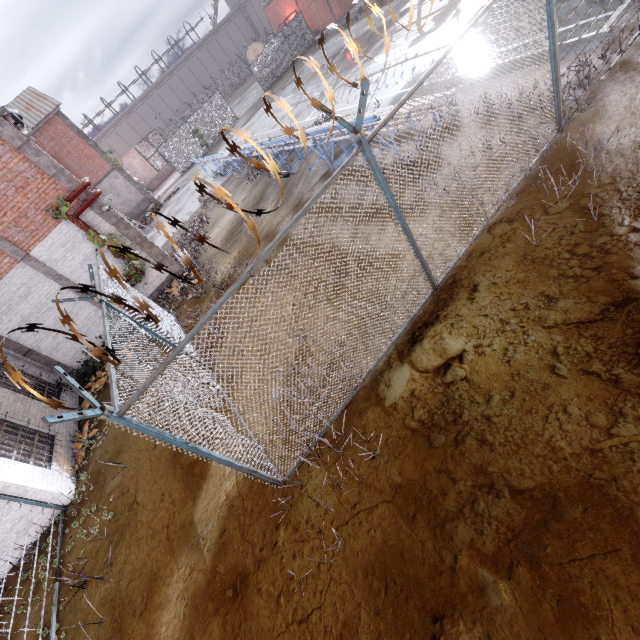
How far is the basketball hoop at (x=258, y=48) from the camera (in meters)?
25.72

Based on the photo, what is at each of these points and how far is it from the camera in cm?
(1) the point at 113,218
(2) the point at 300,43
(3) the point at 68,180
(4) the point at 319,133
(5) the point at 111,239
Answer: (1) trim, 1166
(2) fence, 3266
(3) trim, 1065
(4) bleachers, 968
(5) plant, 1108

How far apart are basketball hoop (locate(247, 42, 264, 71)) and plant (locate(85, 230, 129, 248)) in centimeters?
2311cm

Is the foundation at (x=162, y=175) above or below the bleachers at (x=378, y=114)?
below

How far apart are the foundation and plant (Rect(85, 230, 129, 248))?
27.8m

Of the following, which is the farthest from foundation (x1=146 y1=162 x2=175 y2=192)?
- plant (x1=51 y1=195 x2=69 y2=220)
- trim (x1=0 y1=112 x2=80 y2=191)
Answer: plant (x1=51 y1=195 x2=69 y2=220)

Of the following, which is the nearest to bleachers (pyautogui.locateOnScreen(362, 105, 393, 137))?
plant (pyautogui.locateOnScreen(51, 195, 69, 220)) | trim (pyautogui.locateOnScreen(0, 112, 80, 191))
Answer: plant (pyautogui.locateOnScreen(51, 195, 69, 220))

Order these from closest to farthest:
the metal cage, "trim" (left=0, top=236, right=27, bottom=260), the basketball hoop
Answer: "trim" (left=0, top=236, right=27, bottom=260), the basketball hoop, the metal cage
